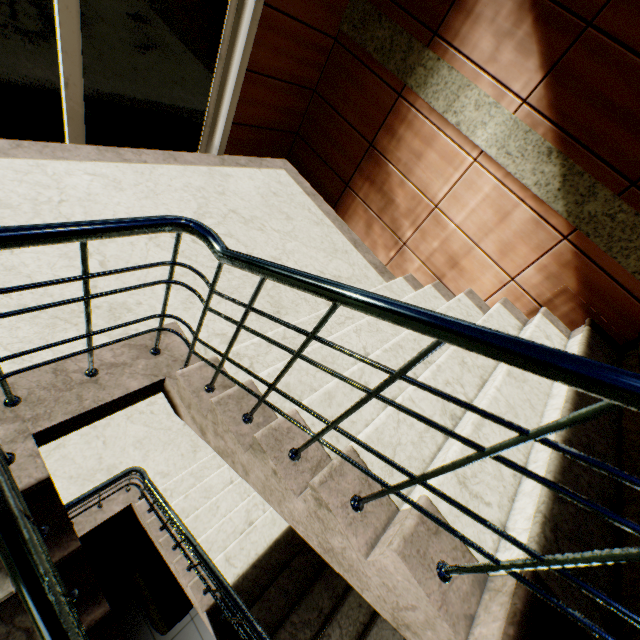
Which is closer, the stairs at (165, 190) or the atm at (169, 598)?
the stairs at (165, 190)

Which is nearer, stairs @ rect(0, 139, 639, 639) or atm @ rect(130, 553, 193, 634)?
stairs @ rect(0, 139, 639, 639)

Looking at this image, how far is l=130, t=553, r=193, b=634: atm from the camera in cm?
383

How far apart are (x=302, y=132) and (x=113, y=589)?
7.1m

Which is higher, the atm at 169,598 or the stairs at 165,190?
the stairs at 165,190

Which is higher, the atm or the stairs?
the stairs
